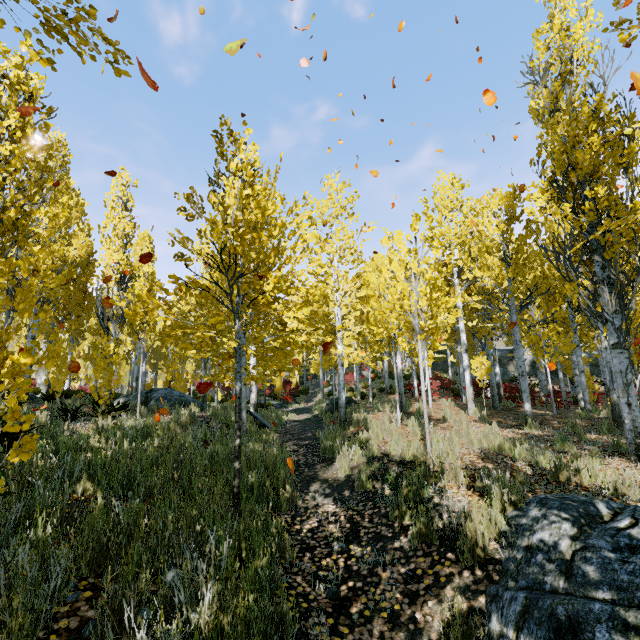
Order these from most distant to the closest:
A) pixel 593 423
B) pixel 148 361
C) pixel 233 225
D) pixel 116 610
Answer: pixel 148 361, pixel 593 423, pixel 233 225, pixel 116 610

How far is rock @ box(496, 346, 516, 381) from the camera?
30.34m

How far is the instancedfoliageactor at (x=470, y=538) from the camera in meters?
3.1

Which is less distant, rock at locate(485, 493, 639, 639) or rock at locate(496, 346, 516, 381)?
rock at locate(485, 493, 639, 639)

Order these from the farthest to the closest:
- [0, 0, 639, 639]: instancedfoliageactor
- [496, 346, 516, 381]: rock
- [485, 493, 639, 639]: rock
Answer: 1. [496, 346, 516, 381]: rock
2. [0, 0, 639, 639]: instancedfoliageactor
3. [485, 493, 639, 639]: rock

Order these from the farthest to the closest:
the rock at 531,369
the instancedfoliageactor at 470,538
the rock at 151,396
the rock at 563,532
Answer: the rock at 531,369 → the rock at 151,396 → the instancedfoliageactor at 470,538 → the rock at 563,532
